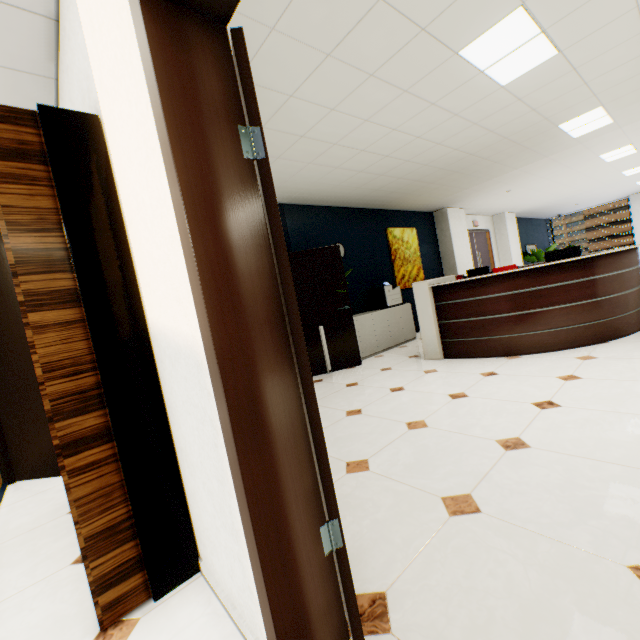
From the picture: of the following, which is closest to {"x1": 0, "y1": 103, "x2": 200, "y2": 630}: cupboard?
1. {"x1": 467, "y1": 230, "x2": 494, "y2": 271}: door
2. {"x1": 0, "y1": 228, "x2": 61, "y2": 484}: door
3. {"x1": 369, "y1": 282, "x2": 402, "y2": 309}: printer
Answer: {"x1": 0, "y1": 228, "x2": 61, "y2": 484}: door

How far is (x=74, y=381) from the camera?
1.35m

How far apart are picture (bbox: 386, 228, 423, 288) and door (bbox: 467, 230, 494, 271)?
2.5m

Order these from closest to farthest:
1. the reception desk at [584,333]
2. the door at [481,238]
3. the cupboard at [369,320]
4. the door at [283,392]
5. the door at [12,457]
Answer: the door at [283,392] < the door at [12,457] < the reception desk at [584,333] < the cupboard at [369,320] < the door at [481,238]

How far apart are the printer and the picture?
0.57m

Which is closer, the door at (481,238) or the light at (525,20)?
the light at (525,20)

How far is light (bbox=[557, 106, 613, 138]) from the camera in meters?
4.4 m

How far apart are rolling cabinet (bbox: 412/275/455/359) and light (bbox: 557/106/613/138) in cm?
248
